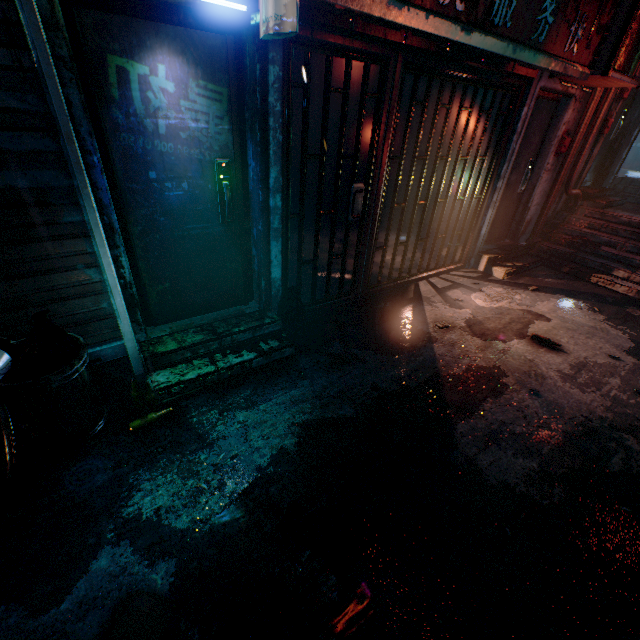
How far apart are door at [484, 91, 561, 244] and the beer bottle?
4.94m

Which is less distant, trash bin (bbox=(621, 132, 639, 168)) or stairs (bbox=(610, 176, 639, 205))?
stairs (bbox=(610, 176, 639, 205))

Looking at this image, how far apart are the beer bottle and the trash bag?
1.28m

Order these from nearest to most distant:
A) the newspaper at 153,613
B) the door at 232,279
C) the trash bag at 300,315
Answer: the newspaper at 153,613, the door at 232,279, the trash bag at 300,315

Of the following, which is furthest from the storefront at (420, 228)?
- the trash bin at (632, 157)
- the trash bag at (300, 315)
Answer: the trash bin at (632, 157)

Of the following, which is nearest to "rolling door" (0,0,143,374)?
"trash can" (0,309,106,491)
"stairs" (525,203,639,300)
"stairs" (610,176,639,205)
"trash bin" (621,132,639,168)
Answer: "trash can" (0,309,106,491)

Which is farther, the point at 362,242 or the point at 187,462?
the point at 362,242

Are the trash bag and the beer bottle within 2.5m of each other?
yes
